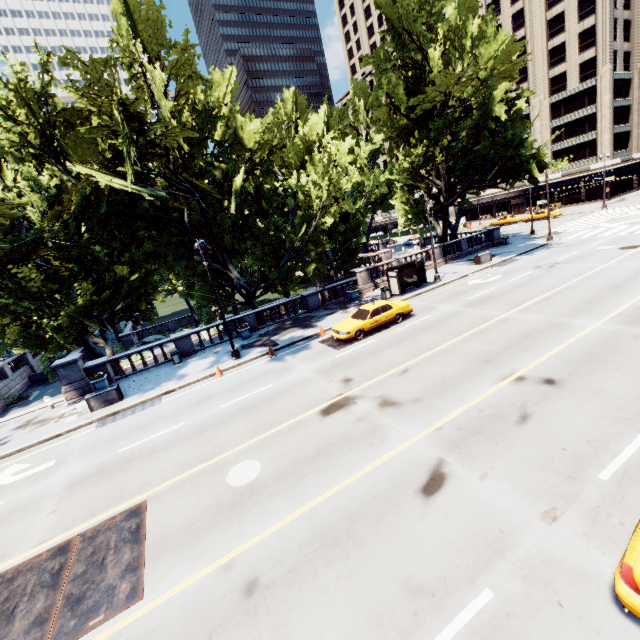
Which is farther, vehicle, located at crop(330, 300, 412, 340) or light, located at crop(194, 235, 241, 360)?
vehicle, located at crop(330, 300, 412, 340)

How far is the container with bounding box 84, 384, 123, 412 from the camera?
16.9 meters

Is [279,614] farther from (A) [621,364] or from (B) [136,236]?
(B) [136,236]

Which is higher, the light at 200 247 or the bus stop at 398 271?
the light at 200 247

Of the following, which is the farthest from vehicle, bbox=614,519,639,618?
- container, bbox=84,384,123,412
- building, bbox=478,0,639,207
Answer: building, bbox=478,0,639,207

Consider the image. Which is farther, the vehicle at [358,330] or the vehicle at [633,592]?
the vehicle at [358,330]

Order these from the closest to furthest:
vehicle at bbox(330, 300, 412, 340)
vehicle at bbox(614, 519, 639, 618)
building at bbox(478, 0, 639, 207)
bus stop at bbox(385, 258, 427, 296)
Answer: vehicle at bbox(614, 519, 639, 618) → vehicle at bbox(330, 300, 412, 340) → bus stop at bbox(385, 258, 427, 296) → building at bbox(478, 0, 639, 207)

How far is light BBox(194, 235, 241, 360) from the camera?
17.3 meters
